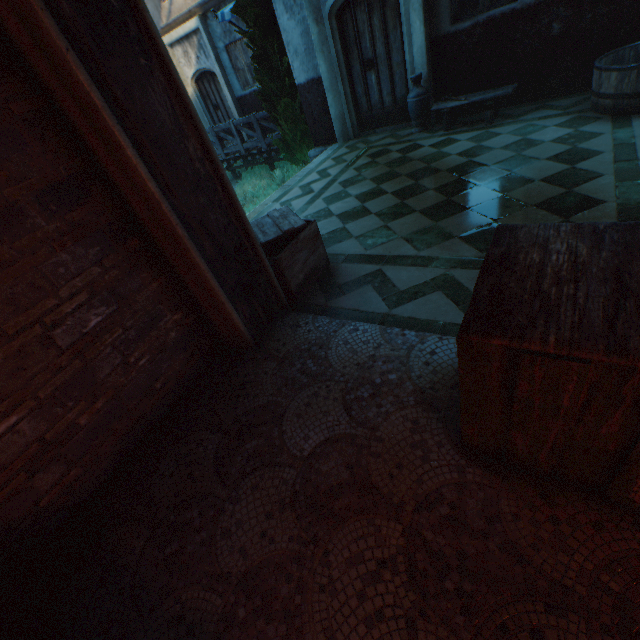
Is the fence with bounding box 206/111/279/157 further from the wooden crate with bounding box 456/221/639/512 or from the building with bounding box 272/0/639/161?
the wooden crate with bounding box 456/221/639/512

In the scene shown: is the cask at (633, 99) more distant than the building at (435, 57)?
No

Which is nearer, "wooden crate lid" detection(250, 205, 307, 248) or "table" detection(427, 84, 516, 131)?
"wooden crate lid" detection(250, 205, 307, 248)

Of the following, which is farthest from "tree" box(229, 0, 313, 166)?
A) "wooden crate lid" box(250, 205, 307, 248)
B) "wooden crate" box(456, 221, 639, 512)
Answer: "wooden crate" box(456, 221, 639, 512)

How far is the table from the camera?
5.28m

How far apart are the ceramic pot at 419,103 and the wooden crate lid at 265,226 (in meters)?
4.24

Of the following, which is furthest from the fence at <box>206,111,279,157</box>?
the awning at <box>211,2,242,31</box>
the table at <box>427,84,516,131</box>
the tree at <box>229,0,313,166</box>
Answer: the table at <box>427,84,516,131</box>

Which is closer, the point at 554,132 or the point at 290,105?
the point at 554,132
